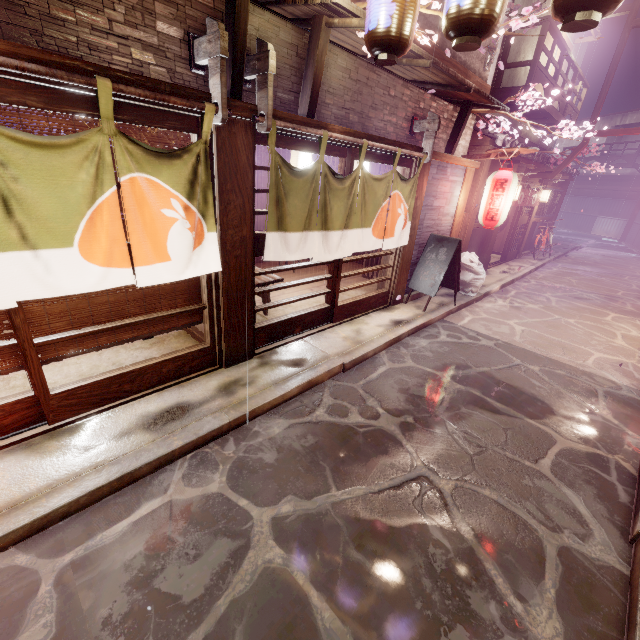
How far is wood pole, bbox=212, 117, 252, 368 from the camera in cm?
588

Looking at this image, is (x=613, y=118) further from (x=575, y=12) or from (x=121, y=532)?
(x=121, y=532)

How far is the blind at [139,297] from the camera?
5.18m

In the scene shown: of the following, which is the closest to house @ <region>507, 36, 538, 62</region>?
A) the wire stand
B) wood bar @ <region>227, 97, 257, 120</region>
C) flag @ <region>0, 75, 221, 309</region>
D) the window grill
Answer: wood bar @ <region>227, 97, 257, 120</region>

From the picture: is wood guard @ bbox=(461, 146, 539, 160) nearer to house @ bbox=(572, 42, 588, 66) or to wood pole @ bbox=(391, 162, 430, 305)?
wood pole @ bbox=(391, 162, 430, 305)

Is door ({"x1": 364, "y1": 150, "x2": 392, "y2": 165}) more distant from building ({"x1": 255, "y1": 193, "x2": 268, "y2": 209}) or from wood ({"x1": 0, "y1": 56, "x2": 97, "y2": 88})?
wood ({"x1": 0, "y1": 56, "x2": 97, "y2": 88})

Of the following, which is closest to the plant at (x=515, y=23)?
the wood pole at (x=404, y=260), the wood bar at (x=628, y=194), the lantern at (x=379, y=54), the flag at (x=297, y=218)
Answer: the lantern at (x=379, y=54)

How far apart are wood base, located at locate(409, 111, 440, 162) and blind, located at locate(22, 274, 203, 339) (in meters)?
7.76
